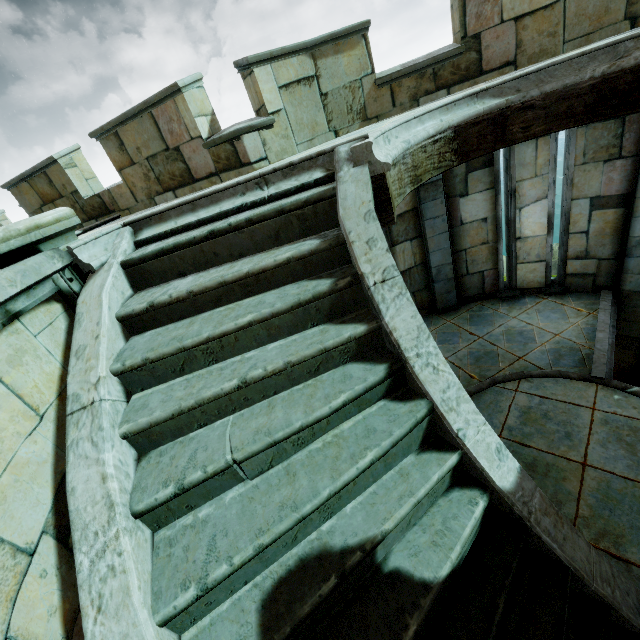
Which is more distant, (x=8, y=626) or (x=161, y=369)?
(x=161, y=369)
